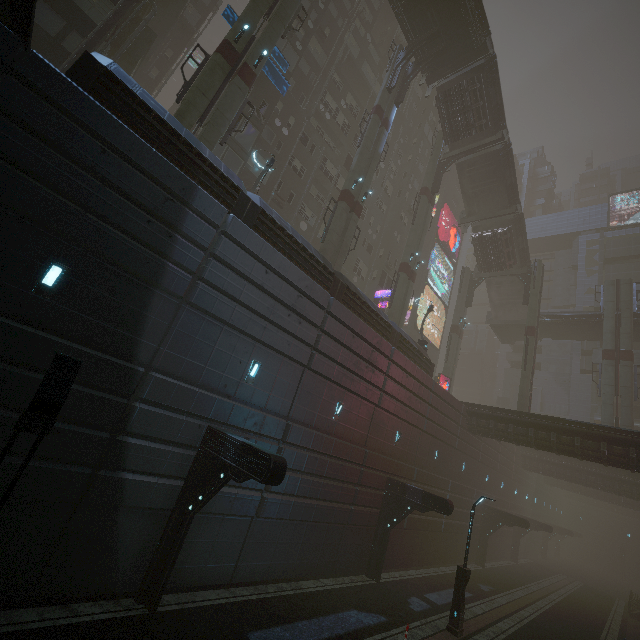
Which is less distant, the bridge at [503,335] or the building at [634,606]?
the building at [634,606]

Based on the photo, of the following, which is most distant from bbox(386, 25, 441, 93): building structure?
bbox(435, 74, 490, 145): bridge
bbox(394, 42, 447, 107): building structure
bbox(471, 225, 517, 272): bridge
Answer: bbox(471, 225, 517, 272): bridge

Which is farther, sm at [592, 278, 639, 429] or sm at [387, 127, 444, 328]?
sm at [592, 278, 639, 429]

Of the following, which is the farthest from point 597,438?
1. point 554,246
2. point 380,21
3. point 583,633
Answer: point 380,21

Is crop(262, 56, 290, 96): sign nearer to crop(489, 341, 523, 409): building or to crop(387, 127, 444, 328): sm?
crop(387, 127, 444, 328): sm

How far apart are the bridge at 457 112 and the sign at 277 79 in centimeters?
1553cm

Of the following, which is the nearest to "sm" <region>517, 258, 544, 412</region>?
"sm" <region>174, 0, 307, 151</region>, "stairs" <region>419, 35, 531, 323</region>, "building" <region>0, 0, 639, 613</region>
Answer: "stairs" <region>419, 35, 531, 323</region>

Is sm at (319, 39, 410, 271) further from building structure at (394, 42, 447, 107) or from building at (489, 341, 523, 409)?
building at (489, 341, 523, 409)
